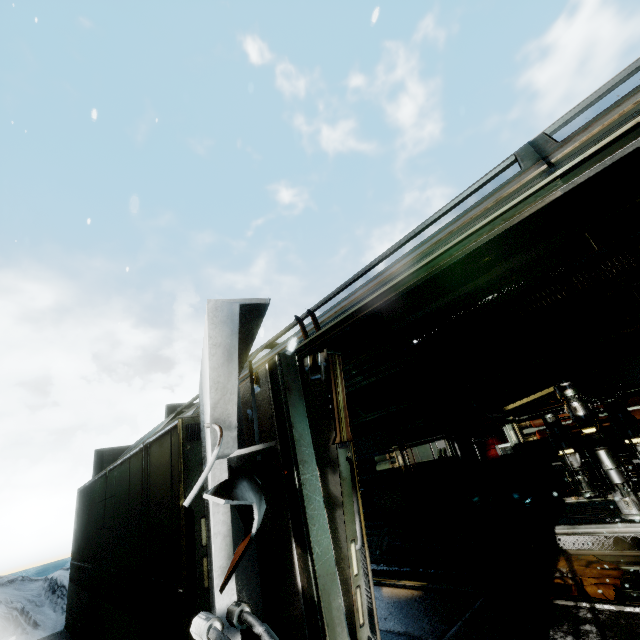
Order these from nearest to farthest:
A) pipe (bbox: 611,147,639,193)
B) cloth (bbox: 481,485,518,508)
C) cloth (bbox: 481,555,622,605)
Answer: pipe (bbox: 611,147,639,193) < cloth (bbox: 481,555,622,605) < cloth (bbox: 481,485,518,508)

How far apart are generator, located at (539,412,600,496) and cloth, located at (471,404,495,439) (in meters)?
3.37

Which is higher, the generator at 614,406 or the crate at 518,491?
the generator at 614,406

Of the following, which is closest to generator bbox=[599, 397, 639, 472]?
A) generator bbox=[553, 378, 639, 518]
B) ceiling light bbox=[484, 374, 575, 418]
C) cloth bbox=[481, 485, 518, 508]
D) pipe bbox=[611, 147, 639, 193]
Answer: generator bbox=[553, 378, 639, 518]

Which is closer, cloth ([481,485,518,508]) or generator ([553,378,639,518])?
generator ([553,378,639,518])

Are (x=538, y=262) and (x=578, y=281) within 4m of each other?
yes

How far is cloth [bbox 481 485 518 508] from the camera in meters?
8.5 m

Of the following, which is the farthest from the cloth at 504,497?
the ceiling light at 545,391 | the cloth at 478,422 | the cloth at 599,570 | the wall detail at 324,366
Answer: the wall detail at 324,366
